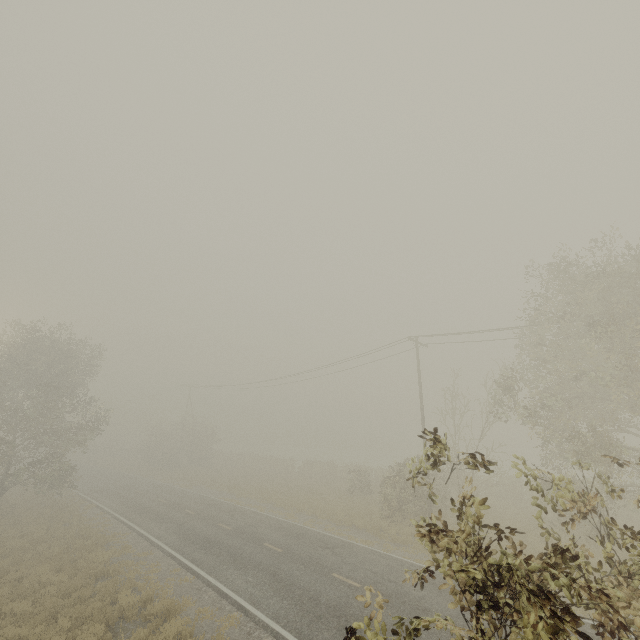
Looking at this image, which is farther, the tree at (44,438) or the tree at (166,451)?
the tree at (166,451)

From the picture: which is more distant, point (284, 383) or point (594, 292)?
point (284, 383)

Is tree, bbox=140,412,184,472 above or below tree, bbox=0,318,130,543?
below

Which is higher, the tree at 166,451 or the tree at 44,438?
the tree at 44,438

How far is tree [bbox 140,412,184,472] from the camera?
44.6 meters

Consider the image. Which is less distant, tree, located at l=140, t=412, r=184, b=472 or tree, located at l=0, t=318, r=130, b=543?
tree, located at l=0, t=318, r=130, b=543
